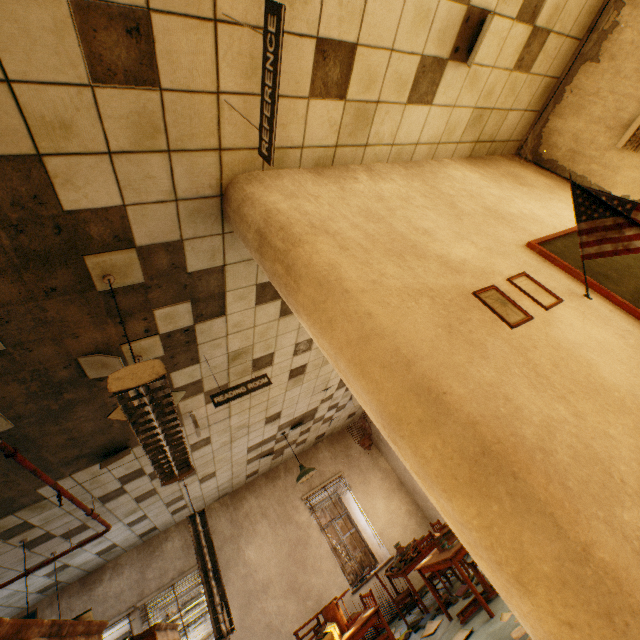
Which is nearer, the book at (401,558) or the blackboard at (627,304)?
the blackboard at (627,304)

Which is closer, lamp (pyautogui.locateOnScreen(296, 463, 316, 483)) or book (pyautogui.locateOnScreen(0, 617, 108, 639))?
book (pyautogui.locateOnScreen(0, 617, 108, 639))

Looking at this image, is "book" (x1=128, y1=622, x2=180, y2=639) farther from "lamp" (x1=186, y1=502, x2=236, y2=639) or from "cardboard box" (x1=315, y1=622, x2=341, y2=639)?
"cardboard box" (x1=315, y1=622, x2=341, y2=639)

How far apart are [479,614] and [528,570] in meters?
5.0

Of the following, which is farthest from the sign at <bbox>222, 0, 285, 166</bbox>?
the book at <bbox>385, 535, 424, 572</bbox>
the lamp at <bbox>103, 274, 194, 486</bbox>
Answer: the book at <bbox>385, 535, 424, 572</bbox>

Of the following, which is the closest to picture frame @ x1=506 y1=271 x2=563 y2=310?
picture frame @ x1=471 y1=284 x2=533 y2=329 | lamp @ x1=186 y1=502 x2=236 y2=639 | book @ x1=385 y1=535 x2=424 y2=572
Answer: picture frame @ x1=471 y1=284 x2=533 y2=329

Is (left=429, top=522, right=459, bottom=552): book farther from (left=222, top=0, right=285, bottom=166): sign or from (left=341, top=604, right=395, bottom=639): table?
(left=222, top=0, right=285, bottom=166): sign

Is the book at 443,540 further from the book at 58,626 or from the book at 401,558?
the book at 58,626
